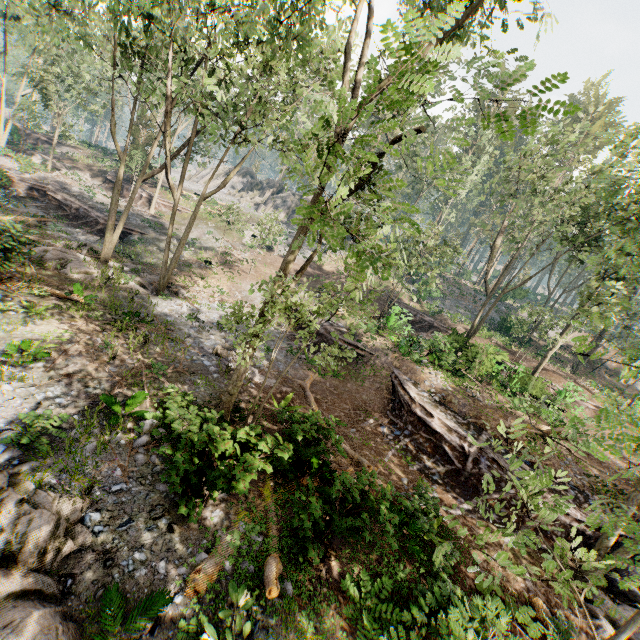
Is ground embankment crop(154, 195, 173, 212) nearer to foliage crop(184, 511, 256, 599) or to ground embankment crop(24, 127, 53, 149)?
foliage crop(184, 511, 256, 599)

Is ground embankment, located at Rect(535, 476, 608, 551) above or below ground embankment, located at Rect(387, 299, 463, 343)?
below

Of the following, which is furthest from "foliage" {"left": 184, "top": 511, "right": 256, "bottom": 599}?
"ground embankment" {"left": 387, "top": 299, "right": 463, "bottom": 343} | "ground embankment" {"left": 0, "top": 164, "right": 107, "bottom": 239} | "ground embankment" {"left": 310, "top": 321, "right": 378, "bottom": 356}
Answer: "ground embankment" {"left": 310, "top": 321, "right": 378, "bottom": 356}

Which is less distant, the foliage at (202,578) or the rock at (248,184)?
the foliage at (202,578)

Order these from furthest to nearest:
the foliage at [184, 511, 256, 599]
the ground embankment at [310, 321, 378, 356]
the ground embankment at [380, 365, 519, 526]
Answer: the ground embankment at [310, 321, 378, 356] → the ground embankment at [380, 365, 519, 526] → the foliage at [184, 511, 256, 599]

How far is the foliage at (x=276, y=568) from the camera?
6.66m

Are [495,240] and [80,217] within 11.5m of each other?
no

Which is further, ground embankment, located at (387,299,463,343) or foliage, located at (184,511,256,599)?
ground embankment, located at (387,299,463,343)
